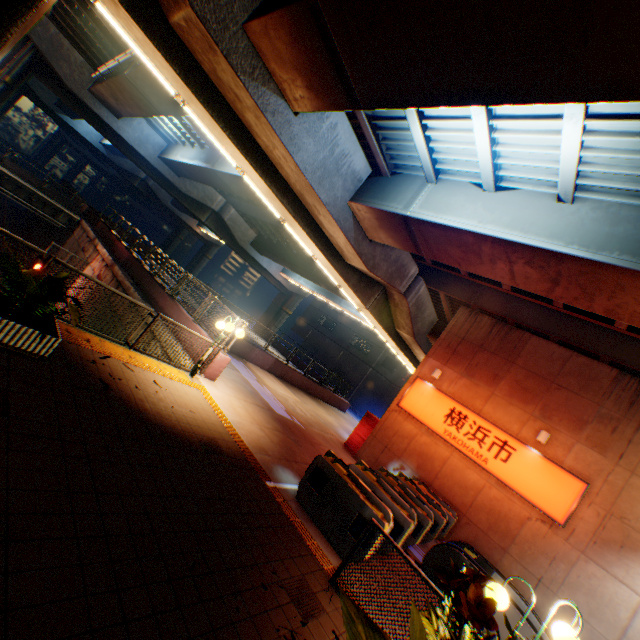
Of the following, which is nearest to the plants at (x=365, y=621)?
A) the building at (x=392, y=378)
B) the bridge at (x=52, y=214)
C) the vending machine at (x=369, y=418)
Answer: the vending machine at (x=369, y=418)

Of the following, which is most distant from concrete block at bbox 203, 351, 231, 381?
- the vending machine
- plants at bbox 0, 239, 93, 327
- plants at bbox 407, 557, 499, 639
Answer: plants at bbox 407, 557, 499, 639

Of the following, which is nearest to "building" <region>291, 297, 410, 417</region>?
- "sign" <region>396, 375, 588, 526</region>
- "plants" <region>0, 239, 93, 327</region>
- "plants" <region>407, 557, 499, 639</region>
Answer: "sign" <region>396, 375, 588, 526</region>

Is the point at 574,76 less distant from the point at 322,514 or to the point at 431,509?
the point at 322,514

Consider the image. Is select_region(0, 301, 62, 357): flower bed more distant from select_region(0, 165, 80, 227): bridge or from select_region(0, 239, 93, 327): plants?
select_region(0, 165, 80, 227): bridge

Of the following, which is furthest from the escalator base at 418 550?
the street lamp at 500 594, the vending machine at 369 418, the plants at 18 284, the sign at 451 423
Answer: the plants at 18 284

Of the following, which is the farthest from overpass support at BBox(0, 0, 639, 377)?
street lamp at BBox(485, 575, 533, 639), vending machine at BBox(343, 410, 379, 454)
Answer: vending machine at BBox(343, 410, 379, 454)

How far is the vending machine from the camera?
15.1m
